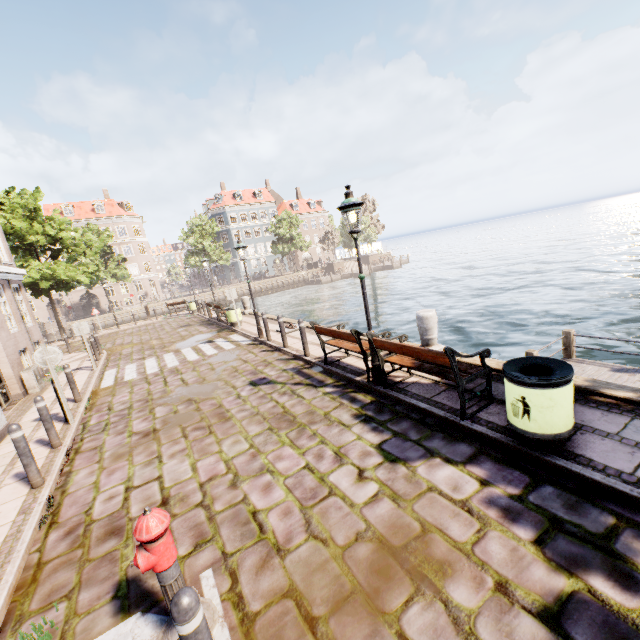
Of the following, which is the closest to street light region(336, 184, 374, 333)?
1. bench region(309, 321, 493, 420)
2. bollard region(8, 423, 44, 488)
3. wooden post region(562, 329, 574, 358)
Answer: bench region(309, 321, 493, 420)

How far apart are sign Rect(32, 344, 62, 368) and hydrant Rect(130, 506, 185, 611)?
6.6 meters

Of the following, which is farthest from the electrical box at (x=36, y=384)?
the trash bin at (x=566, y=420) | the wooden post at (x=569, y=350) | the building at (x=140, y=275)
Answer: the building at (x=140, y=275)

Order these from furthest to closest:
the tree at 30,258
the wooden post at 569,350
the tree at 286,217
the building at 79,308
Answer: the tree at 286,217, the building at 79,308, the tree at 30,258, the wooden post at 569,350

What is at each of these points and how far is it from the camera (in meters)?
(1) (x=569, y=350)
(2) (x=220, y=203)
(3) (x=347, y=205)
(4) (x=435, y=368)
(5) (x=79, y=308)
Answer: (1) wooden post, 9.44
(2) building, 58.50
(3) street light, 5.64
(4) bench, 5.39
(5) building, 48.53

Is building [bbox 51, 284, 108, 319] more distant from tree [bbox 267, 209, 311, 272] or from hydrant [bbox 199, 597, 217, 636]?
tree [bbox 267, 209, 311, 272]

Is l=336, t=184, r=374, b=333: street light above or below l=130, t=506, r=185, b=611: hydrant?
above

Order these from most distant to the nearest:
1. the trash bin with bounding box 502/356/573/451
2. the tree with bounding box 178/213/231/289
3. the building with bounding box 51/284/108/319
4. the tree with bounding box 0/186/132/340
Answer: the building with bounding box 51/284/108/319 < the tree with bounding box 178/213/231/289 < the tree with bounding box 0/186/132/340 < the trash bin with bounding box 502/356/573/451
